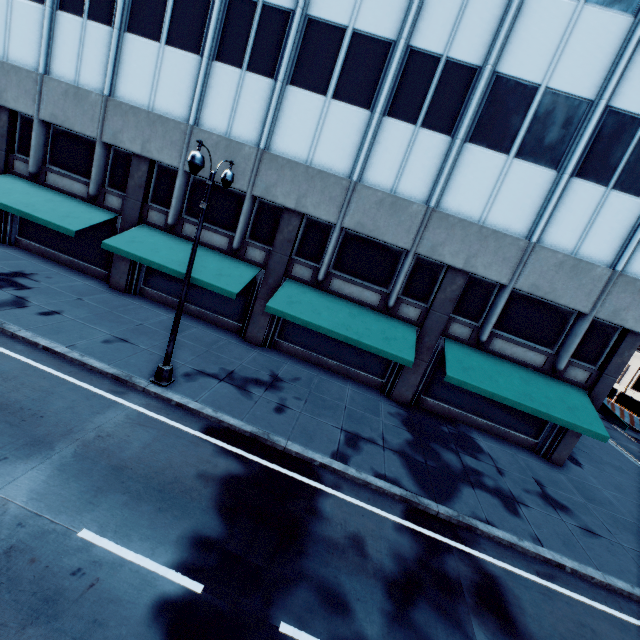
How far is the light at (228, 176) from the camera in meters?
8.2 m

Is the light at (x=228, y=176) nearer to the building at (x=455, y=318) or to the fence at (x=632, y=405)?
the building at (x=455, y=318)

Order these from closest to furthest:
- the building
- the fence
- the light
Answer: the light, the building, the fence

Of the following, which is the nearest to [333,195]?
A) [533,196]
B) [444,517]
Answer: [533,196]

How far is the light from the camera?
8.2m

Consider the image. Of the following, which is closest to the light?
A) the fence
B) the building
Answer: the building

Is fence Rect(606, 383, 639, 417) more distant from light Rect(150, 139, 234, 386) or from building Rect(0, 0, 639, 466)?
light Rect(150, 139, 234, 386)
